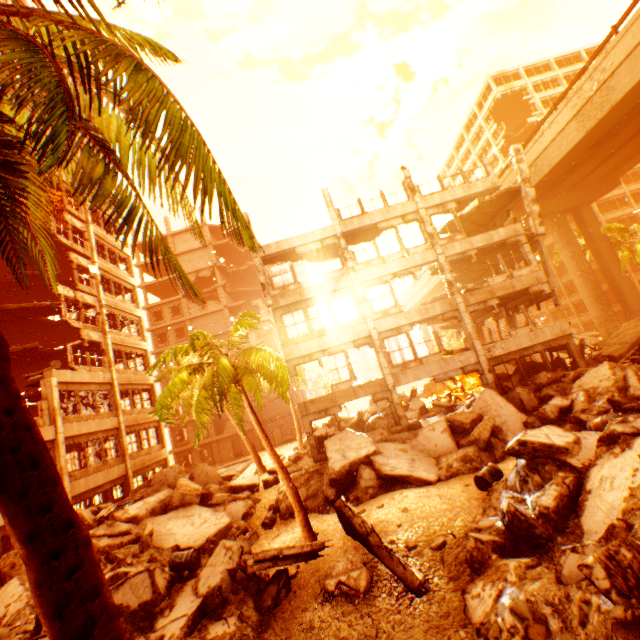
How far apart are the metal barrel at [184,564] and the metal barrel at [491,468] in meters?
9.1 m

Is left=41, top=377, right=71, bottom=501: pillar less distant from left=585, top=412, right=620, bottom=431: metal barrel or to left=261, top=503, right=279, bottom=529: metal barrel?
left=261, top=503, right=279, bottom=529: metal barrel

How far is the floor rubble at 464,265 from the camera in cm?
1970

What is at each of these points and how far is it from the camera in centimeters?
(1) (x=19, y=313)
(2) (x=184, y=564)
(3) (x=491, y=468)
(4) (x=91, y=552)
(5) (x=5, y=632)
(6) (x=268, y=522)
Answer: (1) floor rubble, 2184cm
(2) metal barrel, 1001cm
(3) metal barrel, 1035cm
(4) rubble, 223cm
(5) floor rubble, 739cm
(6) metal barrel, 1360cm

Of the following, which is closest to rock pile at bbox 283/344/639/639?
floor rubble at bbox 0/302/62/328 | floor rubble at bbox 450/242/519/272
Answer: floor rubble at bbox 450/242/519/272

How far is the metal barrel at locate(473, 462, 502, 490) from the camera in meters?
10.0

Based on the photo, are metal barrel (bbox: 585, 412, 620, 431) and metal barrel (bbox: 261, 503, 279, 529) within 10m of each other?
no

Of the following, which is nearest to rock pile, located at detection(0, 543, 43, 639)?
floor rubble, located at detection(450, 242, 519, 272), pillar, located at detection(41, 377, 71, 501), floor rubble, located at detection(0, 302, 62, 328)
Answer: pillar, located at detection(41, 377, 71, 501)
